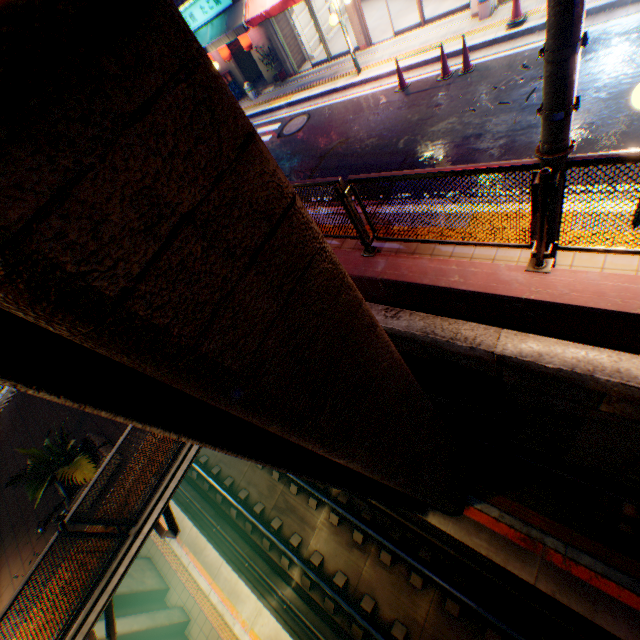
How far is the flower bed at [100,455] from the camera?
6.19m

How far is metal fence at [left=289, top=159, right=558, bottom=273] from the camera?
3.04m

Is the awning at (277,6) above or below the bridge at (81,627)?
above

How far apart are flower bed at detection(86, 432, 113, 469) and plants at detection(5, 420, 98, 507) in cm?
4

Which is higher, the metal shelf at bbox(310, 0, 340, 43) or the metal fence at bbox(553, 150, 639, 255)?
the metal fence at bbox(553, 150, 639, 255)

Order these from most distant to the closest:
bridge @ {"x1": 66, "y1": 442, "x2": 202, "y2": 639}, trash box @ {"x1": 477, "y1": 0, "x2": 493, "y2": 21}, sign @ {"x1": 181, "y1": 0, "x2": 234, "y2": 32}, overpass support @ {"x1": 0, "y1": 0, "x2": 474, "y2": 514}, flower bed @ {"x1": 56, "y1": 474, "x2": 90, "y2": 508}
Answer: sign @ {"x1": 181, "y1": 0, "x2": 234, "y2": 32} < trash box @ {"x1": 477, "y1": 0, "x2": 493, "y2": 21} < flower bed @ {"x1": 56, "y1": 474, "x2": 90, "y2": 508} < bridge @ {"x1": 66, "y1": 442, "x2": 202, "y2": 639} < overpass support @ {"x1": 0, "y1": 0, "x2": 474, "y2": 514}

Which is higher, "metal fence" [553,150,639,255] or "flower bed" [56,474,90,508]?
"metal fence" [553,150,639,255]

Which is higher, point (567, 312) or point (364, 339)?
point (364, 339)
